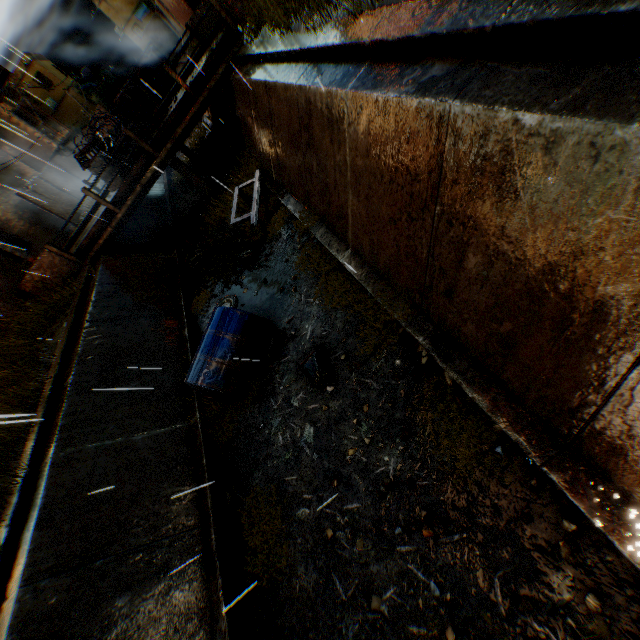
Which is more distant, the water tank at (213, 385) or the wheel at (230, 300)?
the wheel at (230, 300)

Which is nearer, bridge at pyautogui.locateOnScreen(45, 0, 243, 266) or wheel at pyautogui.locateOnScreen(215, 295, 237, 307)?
wheel at pyautogui.locateOnScreen(215, 295, 237, 307)

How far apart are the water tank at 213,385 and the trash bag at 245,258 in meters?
2.1

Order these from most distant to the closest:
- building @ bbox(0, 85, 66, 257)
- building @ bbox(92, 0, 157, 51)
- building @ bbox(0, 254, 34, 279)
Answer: building @ bbox(92, 0, 157, 51), building @ bbox(0, 254, 34, 279), building @ bbox(0, 85, 66, 257)

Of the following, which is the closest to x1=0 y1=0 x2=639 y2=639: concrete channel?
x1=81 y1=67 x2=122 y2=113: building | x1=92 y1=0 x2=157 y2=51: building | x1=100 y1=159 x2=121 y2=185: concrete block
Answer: x1=100 y1=159 x2=121 y2=185: concrete block

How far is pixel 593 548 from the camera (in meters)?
2.79

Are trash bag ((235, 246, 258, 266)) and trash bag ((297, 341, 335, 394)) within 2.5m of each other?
no

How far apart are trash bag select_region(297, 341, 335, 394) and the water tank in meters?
1.2
